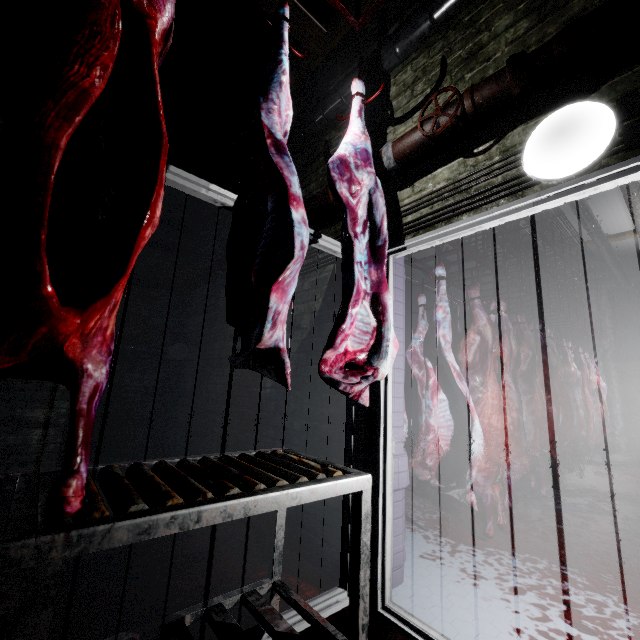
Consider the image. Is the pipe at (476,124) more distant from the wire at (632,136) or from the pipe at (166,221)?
the pipe at (166,221)

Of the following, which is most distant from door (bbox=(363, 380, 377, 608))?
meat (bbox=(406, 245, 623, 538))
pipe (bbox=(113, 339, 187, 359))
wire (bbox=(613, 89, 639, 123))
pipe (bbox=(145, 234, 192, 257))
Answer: pipe (bbox=(145, 234, 192, 257))

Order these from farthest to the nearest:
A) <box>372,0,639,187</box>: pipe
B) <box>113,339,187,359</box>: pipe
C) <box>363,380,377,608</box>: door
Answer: <box>113,339,187,359</box>: pipe → <box>363,380,377,608</box>: door → <box>372,0,639,187</box>: pipe

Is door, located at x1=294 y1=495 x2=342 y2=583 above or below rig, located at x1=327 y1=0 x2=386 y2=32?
below

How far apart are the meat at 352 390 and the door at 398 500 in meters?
0.3 m

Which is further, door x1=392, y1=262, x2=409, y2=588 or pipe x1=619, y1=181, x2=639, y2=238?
pipe x1=619, y1=181, x2=639, y2=238

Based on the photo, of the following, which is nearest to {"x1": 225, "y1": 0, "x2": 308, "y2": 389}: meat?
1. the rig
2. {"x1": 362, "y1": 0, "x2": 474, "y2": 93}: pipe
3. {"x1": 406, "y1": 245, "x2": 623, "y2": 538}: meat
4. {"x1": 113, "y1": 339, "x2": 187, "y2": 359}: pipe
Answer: the rig

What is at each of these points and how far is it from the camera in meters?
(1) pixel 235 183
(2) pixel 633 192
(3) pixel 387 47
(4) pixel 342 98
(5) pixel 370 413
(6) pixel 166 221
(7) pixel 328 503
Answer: (1) pipe, 3.7 m
(2) pipe, 4.6 m
(3) pipe, 2.2 m
(4) pipe, 2.5 m
(5) door, 1.9 m
(6) pipe, 4.8 m
(7) door, 2.0 m
